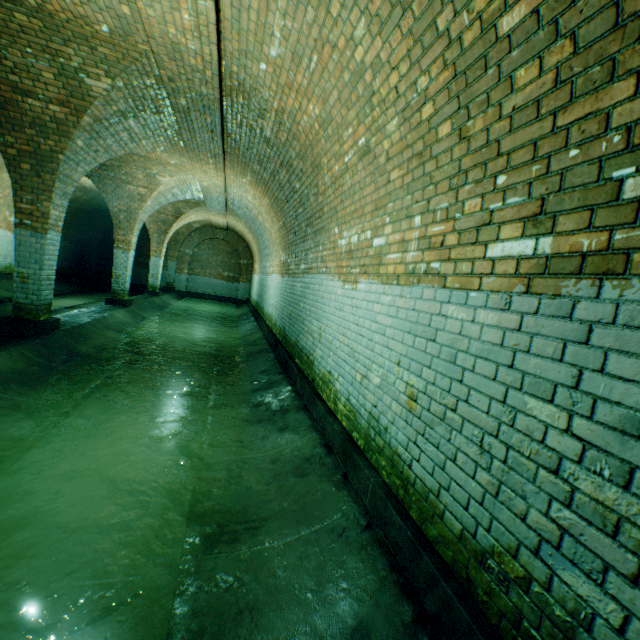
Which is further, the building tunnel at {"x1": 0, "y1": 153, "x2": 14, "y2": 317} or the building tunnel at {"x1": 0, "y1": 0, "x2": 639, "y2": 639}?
the building tunnel at {"x1": 0, "y1": 153, "x2": 14, "y2": 317}

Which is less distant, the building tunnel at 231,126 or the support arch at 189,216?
the building tunnel at 231,126

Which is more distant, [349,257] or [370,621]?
[349,257]

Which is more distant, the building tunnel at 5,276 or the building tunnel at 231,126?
the building tunnel at 5,276

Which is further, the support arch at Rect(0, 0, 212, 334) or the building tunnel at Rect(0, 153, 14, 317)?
the building tunnel at Rect(0, 153, 14, 317)

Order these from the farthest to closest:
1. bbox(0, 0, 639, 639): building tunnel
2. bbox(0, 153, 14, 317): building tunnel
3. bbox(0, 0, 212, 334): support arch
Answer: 1. bbox(0, 153, 14, 317): building tunnel
2. bbox(0, 0, 212, 334): support arch
3. bbox(0, 0, 639, 639): building tunnel
